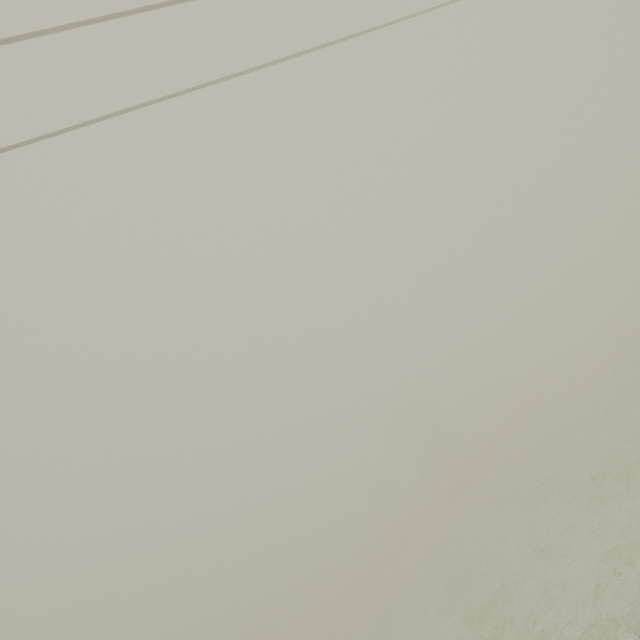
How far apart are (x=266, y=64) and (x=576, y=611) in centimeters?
1358cm
